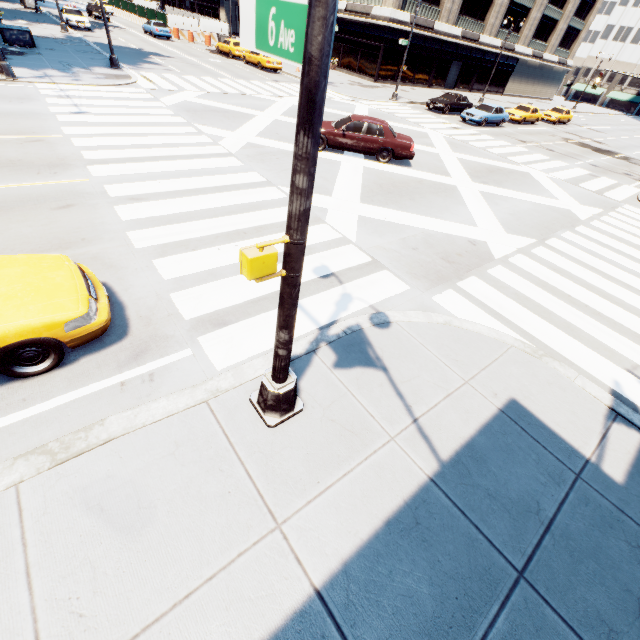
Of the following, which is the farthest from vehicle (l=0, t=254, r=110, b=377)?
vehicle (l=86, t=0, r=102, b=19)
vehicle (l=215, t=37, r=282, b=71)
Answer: vehicle (l=86, t=0, r=102, b=19)

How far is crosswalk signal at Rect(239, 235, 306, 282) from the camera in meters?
2.6

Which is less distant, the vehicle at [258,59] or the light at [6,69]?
the light at [6,69]

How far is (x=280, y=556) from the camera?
3.2m

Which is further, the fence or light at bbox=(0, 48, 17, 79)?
the fence

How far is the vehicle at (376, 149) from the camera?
13.6 meters

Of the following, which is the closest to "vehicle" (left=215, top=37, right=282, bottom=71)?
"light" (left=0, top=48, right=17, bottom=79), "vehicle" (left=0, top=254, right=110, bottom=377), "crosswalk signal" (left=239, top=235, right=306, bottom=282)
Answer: "light" (left=0, top=48, right=17, bottom=79)

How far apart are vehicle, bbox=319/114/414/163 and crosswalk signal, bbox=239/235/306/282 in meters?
12.8
